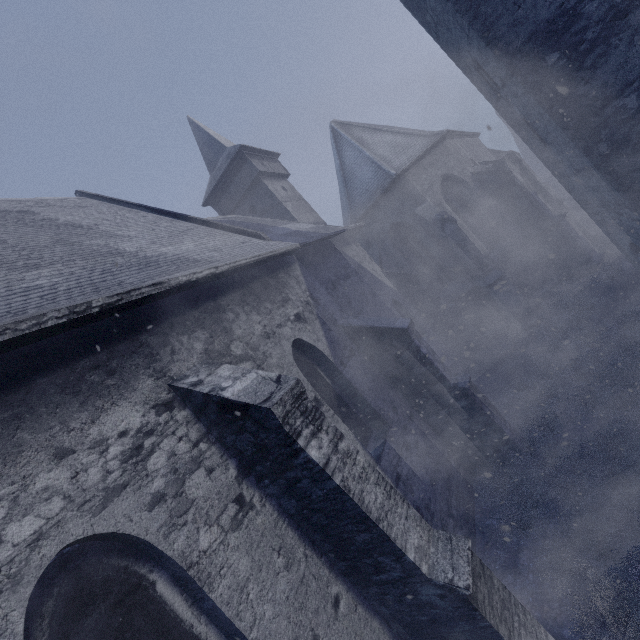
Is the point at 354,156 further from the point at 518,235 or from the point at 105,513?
the point at 105,513
